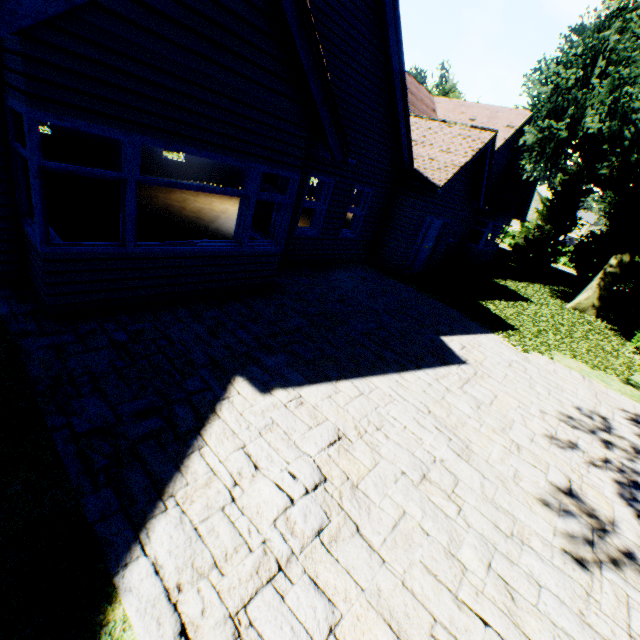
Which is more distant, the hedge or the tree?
the hedge

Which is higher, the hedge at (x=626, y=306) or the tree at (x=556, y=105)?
the tree at (x=556, y=105)

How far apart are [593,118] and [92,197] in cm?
1854

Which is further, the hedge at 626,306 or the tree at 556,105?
the hedge at 626,306

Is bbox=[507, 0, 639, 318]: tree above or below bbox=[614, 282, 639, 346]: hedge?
above
